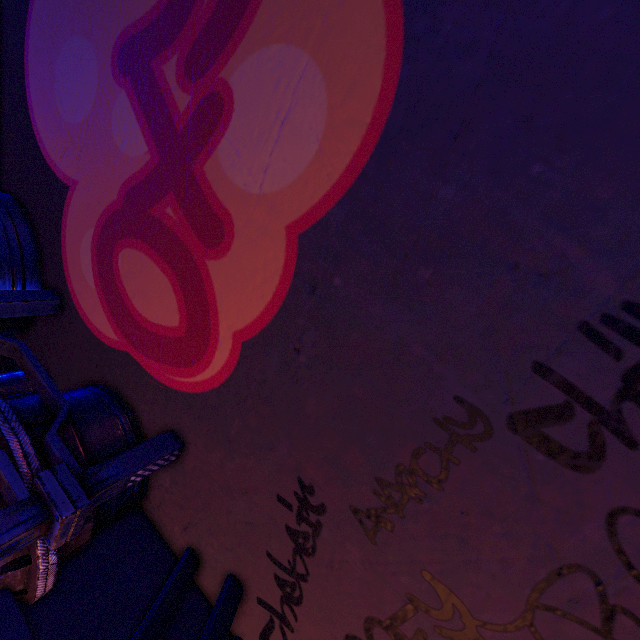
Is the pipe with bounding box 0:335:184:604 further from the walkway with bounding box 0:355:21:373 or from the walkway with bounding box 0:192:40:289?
the walkway with bounding box 0:355:21:373

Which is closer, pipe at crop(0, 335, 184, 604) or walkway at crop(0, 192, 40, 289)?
pipe at crop(0, 335, 184, 604)

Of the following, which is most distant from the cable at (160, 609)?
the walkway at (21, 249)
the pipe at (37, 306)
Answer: the walkway at (21, 249)

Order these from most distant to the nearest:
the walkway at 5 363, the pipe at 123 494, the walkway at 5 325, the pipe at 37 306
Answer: the walkway at 5 363, the walkway at 5 325, the pipe at 37 306, the pipe at 123 494

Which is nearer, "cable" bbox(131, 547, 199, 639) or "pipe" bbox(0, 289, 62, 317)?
"cable" bbox(131, 547, 199, 639)

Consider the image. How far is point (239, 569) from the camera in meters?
2.6

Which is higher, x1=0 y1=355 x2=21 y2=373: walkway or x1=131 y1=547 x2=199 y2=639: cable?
x1=0 y1=355 x2=21 y2=373: walkway

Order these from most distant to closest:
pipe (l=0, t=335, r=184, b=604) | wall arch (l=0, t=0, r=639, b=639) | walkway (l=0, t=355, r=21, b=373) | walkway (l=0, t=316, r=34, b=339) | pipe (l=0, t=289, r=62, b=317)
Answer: walkway (l=0, t=355, r=21, b=373) < walkway (l=0, t=316, r=34, b=339) < pipe (l=0, t=289, r=62, b=317) < pipe (l=0, t=335, r=184, b=604) < wall arch (l=0, t=0, r=639, b=639)
